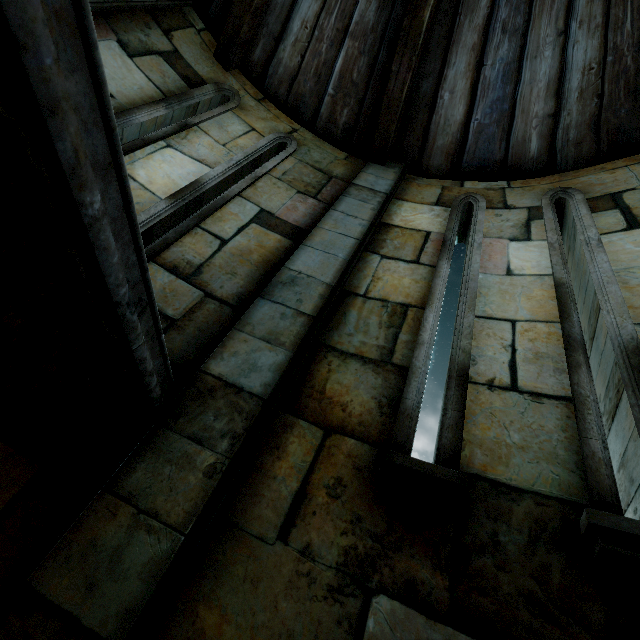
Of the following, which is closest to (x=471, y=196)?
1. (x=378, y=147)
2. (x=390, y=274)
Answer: (x=378, y=147)
